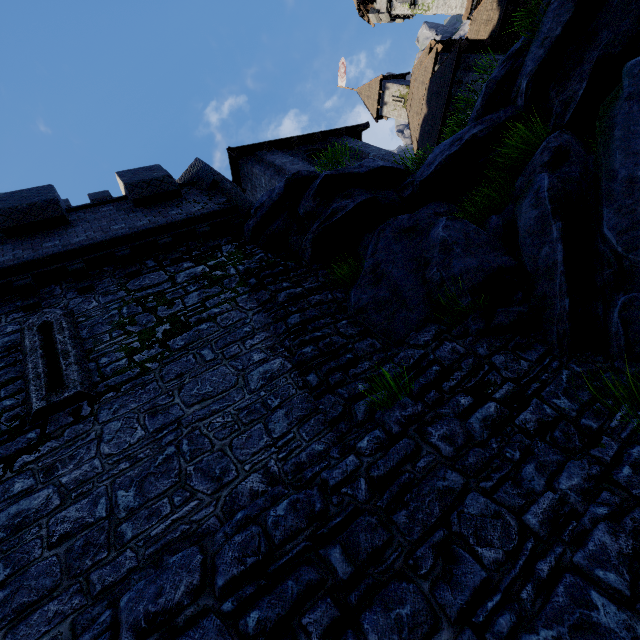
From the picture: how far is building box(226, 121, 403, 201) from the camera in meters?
12.3 m

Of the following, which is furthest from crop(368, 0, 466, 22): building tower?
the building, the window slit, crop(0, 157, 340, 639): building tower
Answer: the window slit

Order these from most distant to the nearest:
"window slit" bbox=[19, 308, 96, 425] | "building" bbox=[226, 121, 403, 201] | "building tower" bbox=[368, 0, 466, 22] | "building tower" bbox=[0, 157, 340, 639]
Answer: "building tower" bbox=[368, 0, 466, 22] → "building" bbox=[226, 121, 403, 201] → "window slit" bbox=[19, 308, 96, 425] → "building tower" bbox=[0, 157, 340, 639]

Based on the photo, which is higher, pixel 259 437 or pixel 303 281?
pixel 303 281

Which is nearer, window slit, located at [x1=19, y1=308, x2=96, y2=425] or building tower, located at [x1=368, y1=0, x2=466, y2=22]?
window slit, located at [x1=19, y1=308, x2=96, y2=425]

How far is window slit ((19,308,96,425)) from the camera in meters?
4.9 m

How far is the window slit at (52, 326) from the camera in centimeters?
491cm

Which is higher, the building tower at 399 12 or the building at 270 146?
the building tower at 399 12
